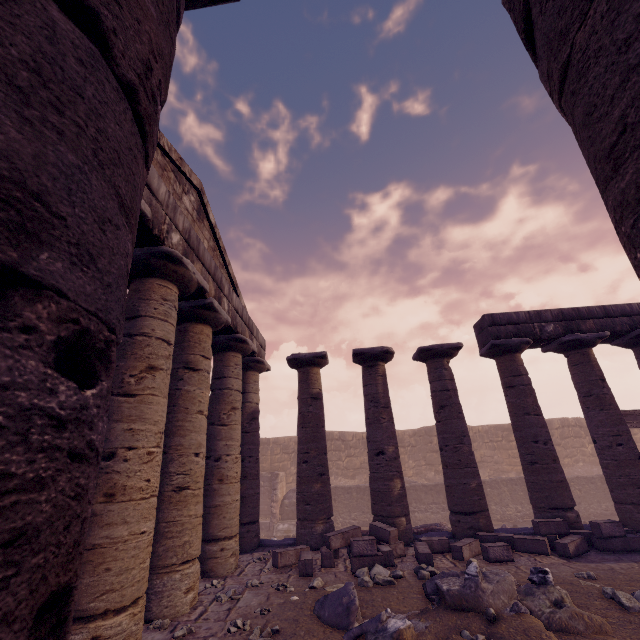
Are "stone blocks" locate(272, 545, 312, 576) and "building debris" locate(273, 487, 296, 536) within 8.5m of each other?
no

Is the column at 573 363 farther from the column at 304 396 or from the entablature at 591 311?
the column at 304 396

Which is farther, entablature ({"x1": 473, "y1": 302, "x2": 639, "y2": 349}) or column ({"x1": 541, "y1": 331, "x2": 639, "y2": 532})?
Answer: entablature ({"x1": 473, "y1": 302, "x2": 639, "y2": 349})

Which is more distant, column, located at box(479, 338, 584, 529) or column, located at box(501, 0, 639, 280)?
column, located at box(479, 338, 584, 529)

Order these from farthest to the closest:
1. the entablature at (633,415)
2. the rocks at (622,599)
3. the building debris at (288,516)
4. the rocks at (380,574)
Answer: the building debris at (288,516) → the entablature at (633,415) → the rocks at (380,574) → the rocks at (622,599)

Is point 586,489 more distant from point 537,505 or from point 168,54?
point 168,54

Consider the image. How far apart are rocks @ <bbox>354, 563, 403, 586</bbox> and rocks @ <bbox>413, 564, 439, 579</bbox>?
0.3m

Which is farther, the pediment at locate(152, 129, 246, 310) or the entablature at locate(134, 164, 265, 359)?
the pediment at locate(152, 129, 246, 310)
